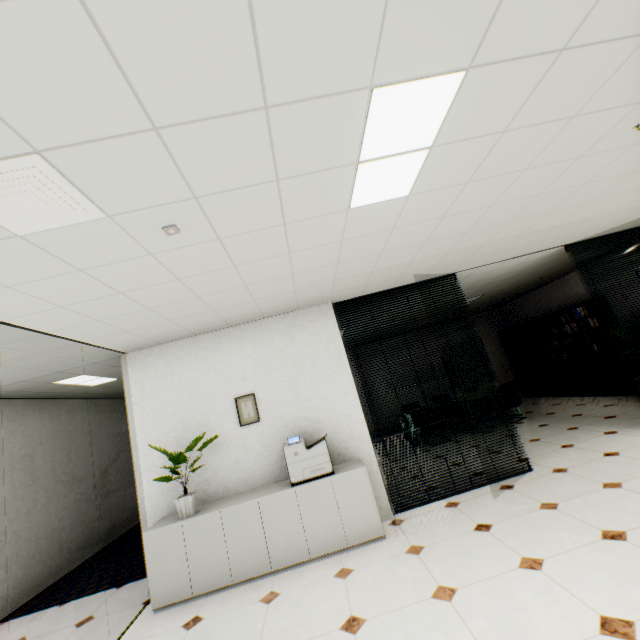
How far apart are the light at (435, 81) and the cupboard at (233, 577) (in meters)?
2.93

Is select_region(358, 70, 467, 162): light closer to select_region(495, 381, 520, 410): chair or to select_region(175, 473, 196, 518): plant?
select_region(175, 473, 196, 518): plant

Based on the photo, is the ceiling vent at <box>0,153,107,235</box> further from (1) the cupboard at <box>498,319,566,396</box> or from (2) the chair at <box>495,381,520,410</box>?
(1) the cupboard at <box>498,319,566,396</box>

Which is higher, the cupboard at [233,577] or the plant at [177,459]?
the plant at [177,459]

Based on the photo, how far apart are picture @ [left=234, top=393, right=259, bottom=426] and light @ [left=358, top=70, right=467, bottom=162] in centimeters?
296cm

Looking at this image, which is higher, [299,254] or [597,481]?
[299,254]

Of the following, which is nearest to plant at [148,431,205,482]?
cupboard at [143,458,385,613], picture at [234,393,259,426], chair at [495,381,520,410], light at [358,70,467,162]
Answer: cupboard at [143,458,385,613]

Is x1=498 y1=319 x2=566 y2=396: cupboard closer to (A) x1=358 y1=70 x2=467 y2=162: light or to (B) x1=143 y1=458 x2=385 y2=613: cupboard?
(B) x1=143 y1=458 x2=385 y2=613: cupboard
